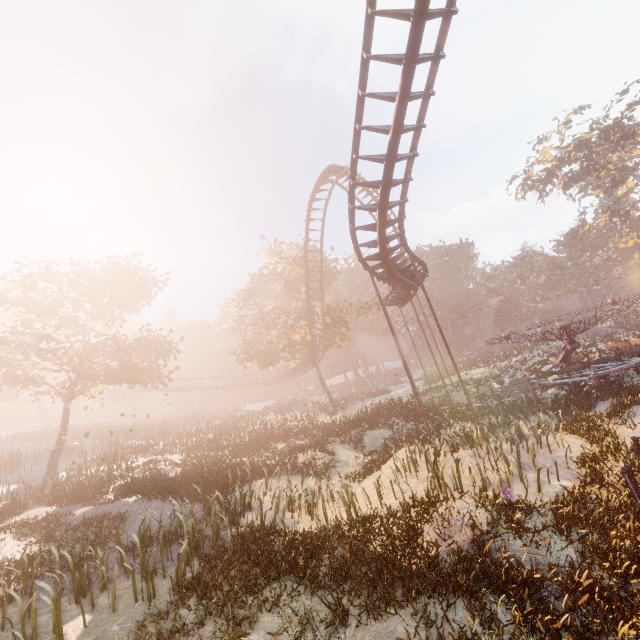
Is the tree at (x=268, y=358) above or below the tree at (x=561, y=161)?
below

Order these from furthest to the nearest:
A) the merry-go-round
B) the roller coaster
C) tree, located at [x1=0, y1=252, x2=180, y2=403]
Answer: tree, located at [x1=0, y1=252, x2=180, y2=403], the merry-go-round, the roller coaster

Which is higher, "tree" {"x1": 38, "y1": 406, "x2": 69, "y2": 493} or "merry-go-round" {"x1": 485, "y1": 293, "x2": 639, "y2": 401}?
"tree" {"x1": 38, "y1": 406, "x2": 69, "y2": 493}

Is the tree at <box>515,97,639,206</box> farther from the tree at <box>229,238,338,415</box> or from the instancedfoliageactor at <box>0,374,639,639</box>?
the instancedfoliageactor at <box>0,374,639,639</box>

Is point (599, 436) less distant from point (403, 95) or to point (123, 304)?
point (403, 95)

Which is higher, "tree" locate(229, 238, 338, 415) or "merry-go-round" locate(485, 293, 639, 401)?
"tree" locate(229, 238, 338, 415)

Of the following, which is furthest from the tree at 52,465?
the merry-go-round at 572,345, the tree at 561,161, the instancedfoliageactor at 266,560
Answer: the tree at 561,161

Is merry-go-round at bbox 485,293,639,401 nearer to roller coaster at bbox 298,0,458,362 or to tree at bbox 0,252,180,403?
roller coaster at bbox 298,0,458,362
